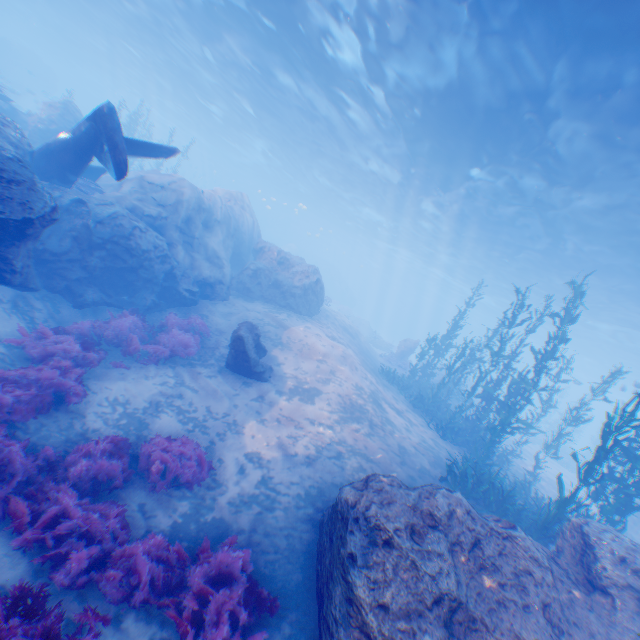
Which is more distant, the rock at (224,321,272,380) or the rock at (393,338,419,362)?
the rock at (393,338,419,362)

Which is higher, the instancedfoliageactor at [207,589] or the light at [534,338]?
the light at [534,338]

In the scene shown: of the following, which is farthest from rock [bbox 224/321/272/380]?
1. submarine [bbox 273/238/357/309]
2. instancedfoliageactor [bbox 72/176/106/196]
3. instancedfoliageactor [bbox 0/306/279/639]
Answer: submarine [bbox 273/238/357/309]

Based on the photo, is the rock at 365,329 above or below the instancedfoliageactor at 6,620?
above

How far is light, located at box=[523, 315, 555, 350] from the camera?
39.1m

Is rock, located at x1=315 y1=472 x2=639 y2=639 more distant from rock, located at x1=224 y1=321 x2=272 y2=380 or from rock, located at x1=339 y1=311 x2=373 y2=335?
rock, located at x1=339 y1=311 x2=373 y2=335

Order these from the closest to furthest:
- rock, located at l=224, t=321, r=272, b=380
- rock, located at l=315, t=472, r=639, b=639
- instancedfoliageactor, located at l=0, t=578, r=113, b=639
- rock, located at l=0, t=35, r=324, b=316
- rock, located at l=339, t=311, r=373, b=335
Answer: instancedfoliageactor, located at l=0, t=578, r=113, b=639 < rock, located at l=315, t=472, r=639, b=639 < rock, located at l=0, t=35, r=324, b=316 < rock, located at l=224, t=321, r=272, b=380 < rock, located at l=339, t=311, r=373, b=335

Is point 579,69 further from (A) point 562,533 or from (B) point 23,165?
(B) point 23,165
